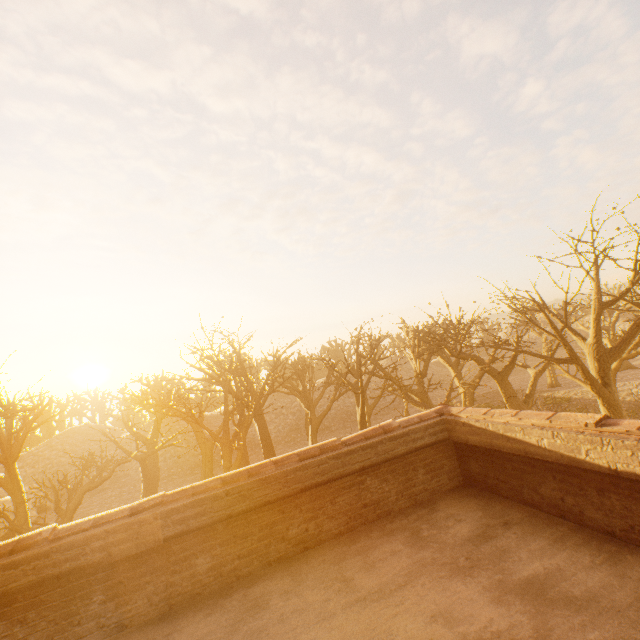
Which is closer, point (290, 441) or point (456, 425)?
point (456, 425)

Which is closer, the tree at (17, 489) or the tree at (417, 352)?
the tree at (417, 352)

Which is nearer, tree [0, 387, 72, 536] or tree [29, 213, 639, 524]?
tree [29, 213, 639, 524]
